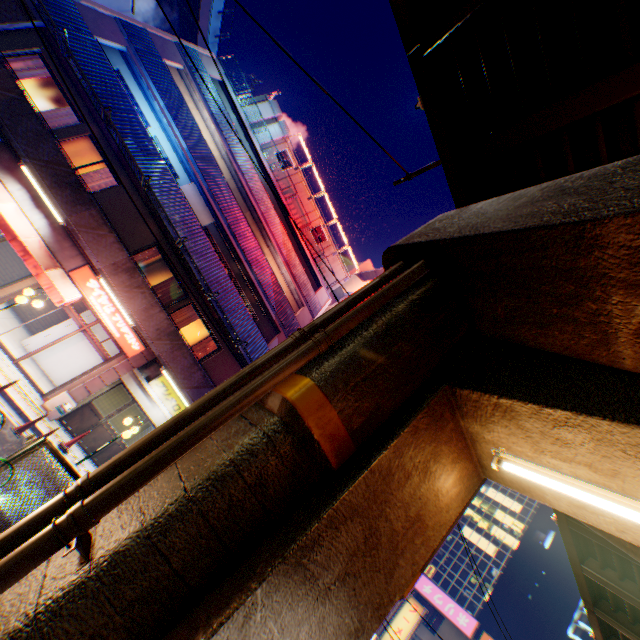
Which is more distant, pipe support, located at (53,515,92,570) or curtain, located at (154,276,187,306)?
curtain, located at (154,276,187,306)

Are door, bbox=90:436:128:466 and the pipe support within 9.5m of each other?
no

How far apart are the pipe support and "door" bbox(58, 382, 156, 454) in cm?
1266

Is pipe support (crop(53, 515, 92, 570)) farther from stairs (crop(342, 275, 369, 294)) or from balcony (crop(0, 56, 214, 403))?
stairs (crop(342, 275, 369, 294))

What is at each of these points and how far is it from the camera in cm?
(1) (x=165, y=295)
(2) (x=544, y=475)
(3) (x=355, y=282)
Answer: (1) curtain, 1502
(2) street lamp, 335
(3) stairs, 3086

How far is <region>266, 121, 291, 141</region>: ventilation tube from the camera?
23.0m

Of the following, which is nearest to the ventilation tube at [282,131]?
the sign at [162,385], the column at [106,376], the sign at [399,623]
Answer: the column at [106,376]

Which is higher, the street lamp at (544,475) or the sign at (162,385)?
the street lamp at (544,475)
